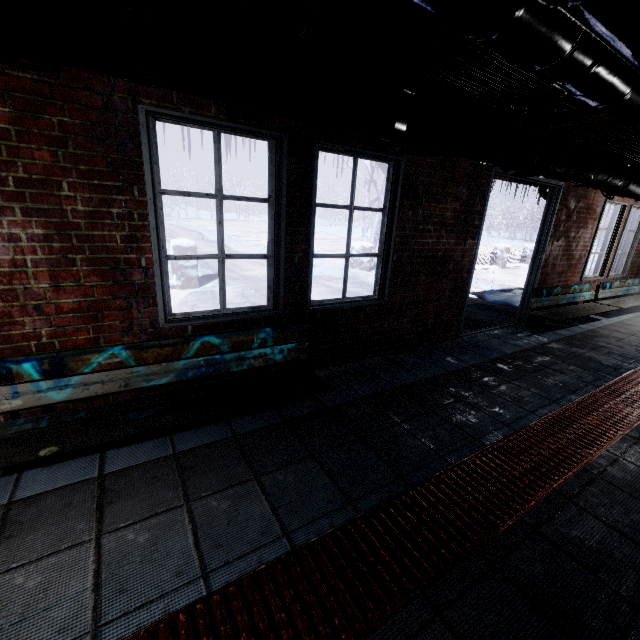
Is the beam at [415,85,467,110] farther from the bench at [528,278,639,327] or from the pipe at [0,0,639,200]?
the bench at [528,278,639,327]

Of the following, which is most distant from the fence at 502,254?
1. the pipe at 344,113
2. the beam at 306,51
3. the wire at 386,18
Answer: the wire at 386,18

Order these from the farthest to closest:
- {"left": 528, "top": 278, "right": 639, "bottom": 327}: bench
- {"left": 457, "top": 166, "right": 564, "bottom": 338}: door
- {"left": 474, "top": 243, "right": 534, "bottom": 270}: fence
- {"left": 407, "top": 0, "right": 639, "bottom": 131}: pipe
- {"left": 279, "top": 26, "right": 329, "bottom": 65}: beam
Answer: {"left": 474, "top": 243, "right": 534, "bottom": 270}: fence → {"left": 528, "top": 278, "right": 639, "bottom": 327}: bench → {"left": 457, "top": 166, "right": 564, "bottom": 338}: door → {"left": 279, "top": 26, "right": 329, "bottom": 65}: beam → {"left": 407, "top": 0, "right": 639, "bottom": 131}: pipe

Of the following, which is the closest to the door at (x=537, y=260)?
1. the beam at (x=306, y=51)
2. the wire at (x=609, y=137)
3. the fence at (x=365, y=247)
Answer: the wire at (x=609, y=137)

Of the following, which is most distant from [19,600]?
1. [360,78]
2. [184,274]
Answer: [184,274]

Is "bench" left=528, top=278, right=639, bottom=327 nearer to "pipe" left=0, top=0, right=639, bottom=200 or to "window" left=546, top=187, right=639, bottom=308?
"window" left=546, top=187, right=639, bottom=308

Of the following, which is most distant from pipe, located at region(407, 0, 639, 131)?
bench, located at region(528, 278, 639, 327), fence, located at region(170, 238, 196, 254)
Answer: fence, located at region(170, 238, 196, 254)

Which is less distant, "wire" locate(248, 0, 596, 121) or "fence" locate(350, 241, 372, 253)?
"wire" locate(248, 0, 596, 121)
